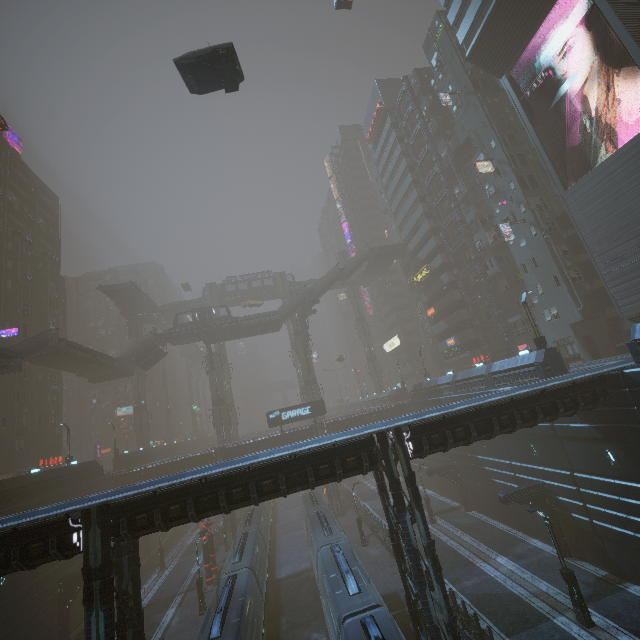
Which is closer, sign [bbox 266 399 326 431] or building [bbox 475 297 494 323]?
sign [bbox 266 399 326 431]

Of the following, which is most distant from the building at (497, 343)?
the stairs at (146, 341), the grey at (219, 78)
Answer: the stairs at (146, 341)

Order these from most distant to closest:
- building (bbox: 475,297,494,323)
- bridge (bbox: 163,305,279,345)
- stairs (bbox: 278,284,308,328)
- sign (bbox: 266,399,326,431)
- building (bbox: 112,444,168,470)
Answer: stairs (bbox: 278,284,308,328), bridge (bbox: 163,305,279,345), building (bbox: 112,444,168,470), building (bbox: 475,297,494,323), sign (bbox: 266,399,326,431)

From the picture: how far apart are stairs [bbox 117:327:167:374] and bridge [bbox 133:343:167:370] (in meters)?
0.01

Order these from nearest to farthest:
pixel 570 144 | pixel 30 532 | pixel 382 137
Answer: pixel 30 532
pixel 570 144
pixel 382 137

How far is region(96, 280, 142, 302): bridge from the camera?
55.2 meters

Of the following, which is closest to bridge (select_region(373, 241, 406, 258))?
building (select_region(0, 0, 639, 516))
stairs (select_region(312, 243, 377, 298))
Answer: stairs (select_region(312, 243, 377, 298))

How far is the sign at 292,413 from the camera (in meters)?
41.34
